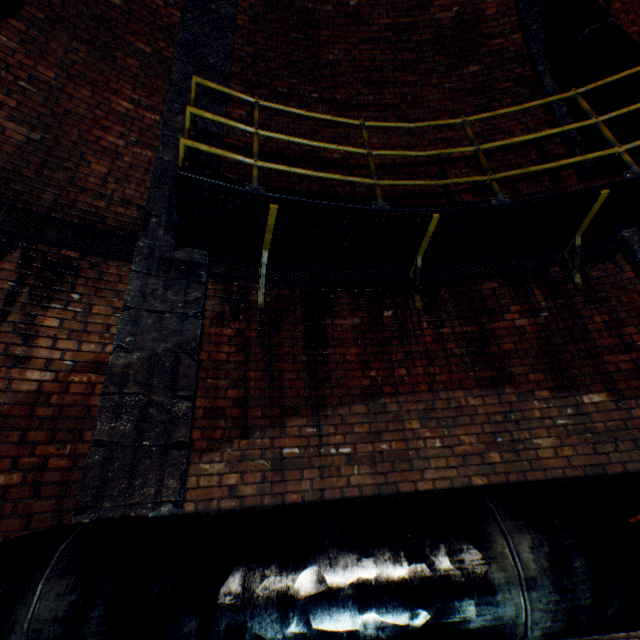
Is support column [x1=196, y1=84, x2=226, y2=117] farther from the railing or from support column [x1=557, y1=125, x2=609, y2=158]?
support column [x1=557, y1=125, x2=609, y2=158]

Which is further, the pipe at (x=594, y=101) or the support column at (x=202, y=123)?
the support column at (x=202, y=123)

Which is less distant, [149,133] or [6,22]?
[6,22]

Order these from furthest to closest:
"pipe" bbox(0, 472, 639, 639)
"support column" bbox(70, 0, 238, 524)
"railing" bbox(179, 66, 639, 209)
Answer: "railing" bbox(179, 66, 639, 209)
"support column" bbox(70, 0, 238, 524)
"pipe" bbox(0, 472, 639, 639)

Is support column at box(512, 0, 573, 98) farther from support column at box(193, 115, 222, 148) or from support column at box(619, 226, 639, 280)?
support column at box(193, 115, 222, 148)

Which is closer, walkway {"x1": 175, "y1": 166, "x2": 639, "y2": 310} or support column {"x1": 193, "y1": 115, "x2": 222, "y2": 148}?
walkway {"x1": 175, "y1": 166, "x2": 639, "y2": 310}

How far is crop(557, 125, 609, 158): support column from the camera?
4.1m

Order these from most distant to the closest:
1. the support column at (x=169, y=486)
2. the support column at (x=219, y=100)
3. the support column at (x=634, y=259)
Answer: the support column at (x=219, y=100), the support column at (x=634, y=259), the support column at (x=169, y=486)
